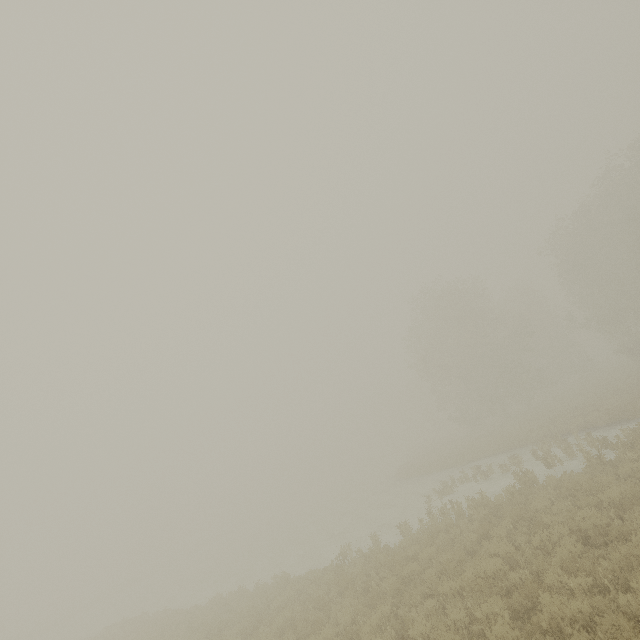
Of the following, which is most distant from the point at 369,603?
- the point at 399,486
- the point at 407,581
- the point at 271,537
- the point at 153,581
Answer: the point at 153,581
